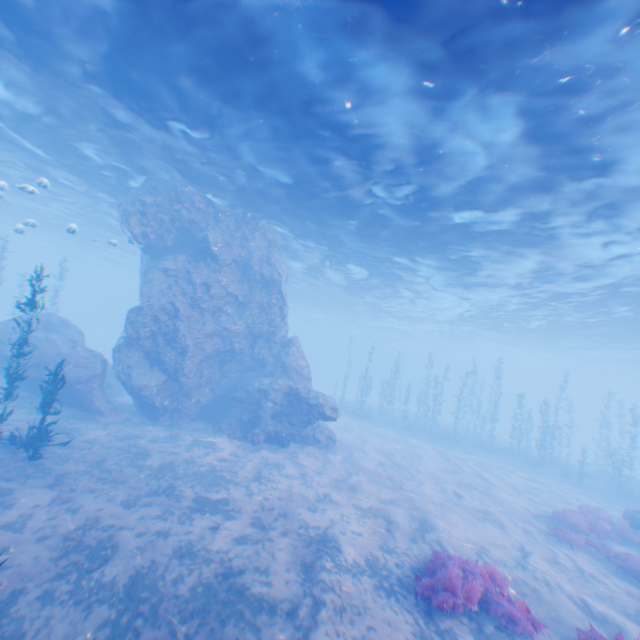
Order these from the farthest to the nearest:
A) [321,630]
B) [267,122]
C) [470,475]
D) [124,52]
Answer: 1. [470,475]
2. [267,122]
3. [124,52]
4. [321,630]

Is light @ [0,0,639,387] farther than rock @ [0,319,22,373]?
No

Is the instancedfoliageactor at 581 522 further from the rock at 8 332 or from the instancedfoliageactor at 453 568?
the rock at 8 332

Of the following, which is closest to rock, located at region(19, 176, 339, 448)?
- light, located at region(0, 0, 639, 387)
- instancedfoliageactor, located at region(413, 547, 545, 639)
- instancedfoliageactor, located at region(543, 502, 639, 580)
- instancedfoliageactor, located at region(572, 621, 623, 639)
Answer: light, located at region(0, 0, 639, 387)

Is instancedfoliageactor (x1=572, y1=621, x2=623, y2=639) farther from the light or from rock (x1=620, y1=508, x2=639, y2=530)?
the light

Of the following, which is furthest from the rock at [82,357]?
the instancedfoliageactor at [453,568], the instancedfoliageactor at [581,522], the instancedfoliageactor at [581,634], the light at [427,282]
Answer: the instancedfoliageactor at [581,522]

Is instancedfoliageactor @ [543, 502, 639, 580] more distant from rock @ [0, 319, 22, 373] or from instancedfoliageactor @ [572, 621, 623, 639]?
rock @ [0, 319, 22, 373]

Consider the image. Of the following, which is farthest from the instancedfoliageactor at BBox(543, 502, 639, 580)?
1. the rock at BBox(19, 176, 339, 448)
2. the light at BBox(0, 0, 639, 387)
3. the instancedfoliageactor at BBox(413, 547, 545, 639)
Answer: the light at BBox(0, 0, 639, 387)
